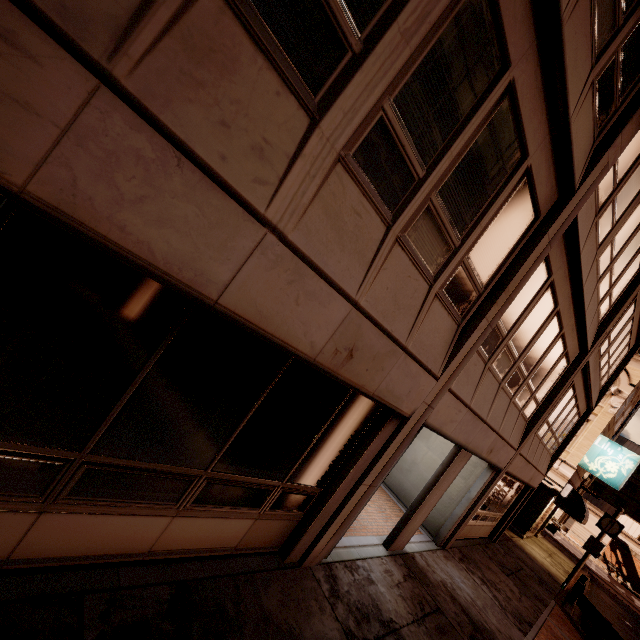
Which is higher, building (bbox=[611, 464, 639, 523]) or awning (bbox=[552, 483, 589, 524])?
building (bbox=[611, 464, 639, 523])

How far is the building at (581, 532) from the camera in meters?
46.5

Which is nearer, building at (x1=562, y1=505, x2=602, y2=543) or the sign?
the sign

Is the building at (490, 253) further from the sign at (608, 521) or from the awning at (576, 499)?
the sign at (608, 521)

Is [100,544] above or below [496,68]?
below

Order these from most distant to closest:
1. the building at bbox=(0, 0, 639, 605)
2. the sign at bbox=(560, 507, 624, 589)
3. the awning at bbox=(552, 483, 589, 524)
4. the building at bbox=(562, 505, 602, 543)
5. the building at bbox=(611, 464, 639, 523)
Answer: the building at bbox=(611, 464, 639, 523)
the building at bbox=(562, 505, 602, 543)
the awning at bbox=(552, 483, 589, 524)
the sign at bbox=(560, 507, 624, 589)
the building at bbox=(0, 0, 639, 605)

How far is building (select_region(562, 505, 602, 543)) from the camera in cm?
4653

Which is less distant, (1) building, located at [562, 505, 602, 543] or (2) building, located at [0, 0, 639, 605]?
(2) building, located at [0, 0, 639, 605]
